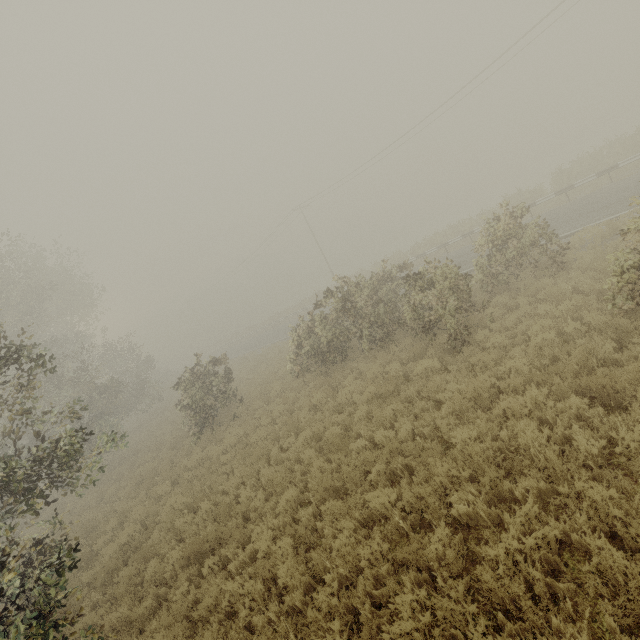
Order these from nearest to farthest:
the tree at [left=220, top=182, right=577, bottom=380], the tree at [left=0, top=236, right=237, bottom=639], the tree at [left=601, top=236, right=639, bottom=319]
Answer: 1. the tree at [left=0, top=236, right=237, bottom=639]
2. the tree at [left=601, top=236, right=639, bottom=319]
3. the tree at [left=220, top=182, right=577, bottom=380]

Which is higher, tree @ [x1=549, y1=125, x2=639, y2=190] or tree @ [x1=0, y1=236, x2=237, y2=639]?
tree @ [x1=0, y1=236, x2=237, y2=639]

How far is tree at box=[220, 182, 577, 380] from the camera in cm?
1057

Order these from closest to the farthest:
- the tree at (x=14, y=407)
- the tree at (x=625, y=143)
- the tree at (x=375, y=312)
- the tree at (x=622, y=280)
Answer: the tree at (x=14, y=407) → the tree at (x=622, y=280) → the tree at (x=375, y=312) → the tree at (x=625, y=143)

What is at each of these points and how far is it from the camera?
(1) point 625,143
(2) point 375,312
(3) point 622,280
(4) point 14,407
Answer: (1) tree, 20.81m
(2) tree, 12.77m
(3) tree, 6.75m
(4) tree, 20.83m

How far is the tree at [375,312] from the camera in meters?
10.6

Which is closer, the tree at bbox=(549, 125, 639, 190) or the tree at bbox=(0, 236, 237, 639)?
the tree at bbox=(0, 236, 237, 639)
